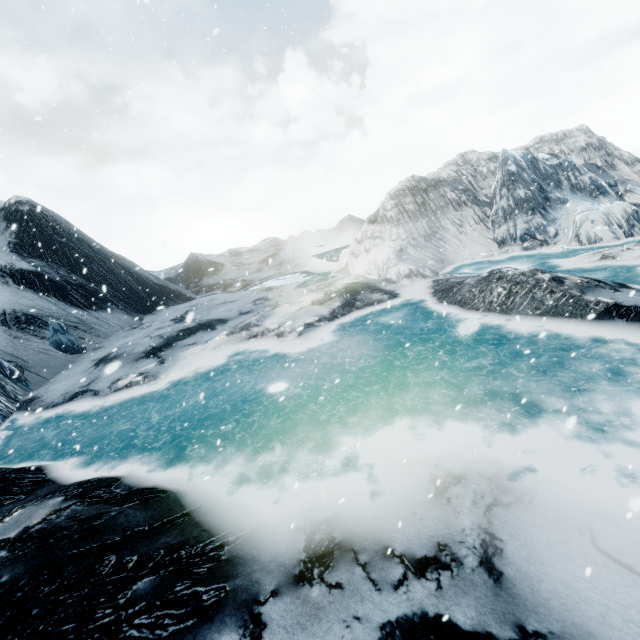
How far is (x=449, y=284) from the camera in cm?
1292
